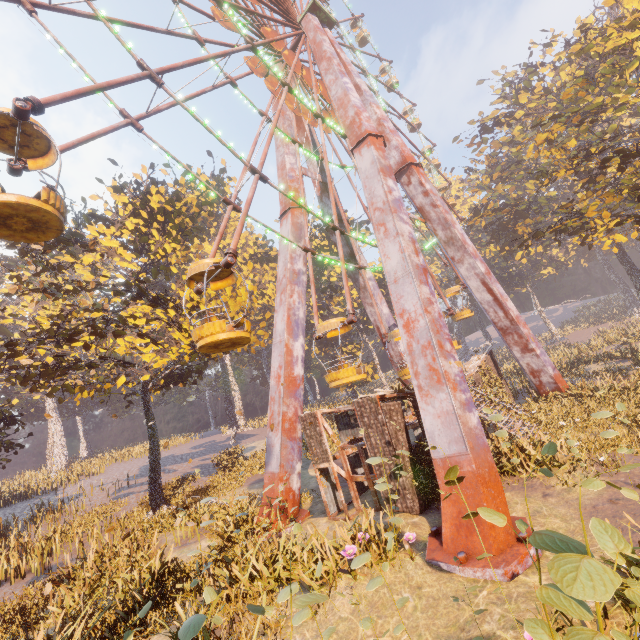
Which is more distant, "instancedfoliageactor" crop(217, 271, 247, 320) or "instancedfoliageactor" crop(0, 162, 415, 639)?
"instancedfoliageactor" crop(217, 271, 247, 320)

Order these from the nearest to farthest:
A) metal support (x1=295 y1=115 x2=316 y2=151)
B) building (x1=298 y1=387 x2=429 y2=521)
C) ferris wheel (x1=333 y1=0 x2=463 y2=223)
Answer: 1. building (x1=298 y1=387 x2=429 y2=521)
2. metal support (x1=295 y1=115 x2=316 y2=151)
3. ferris wheel (x1=333 y1=0 x2=463 y2=223)

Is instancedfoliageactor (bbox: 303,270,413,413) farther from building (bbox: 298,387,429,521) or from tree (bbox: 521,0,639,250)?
building (bbox: 298,387,429,521)

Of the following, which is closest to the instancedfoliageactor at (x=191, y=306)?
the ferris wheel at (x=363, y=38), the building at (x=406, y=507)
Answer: the building at (x=406, y=507)

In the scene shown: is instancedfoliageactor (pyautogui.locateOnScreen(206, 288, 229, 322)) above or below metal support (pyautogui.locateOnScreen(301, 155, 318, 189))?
below

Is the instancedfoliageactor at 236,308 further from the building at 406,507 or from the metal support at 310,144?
the building at 406,507

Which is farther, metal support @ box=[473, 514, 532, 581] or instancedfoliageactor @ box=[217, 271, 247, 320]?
instancedfoliageactor @ box=[217, 271, 247, 320]

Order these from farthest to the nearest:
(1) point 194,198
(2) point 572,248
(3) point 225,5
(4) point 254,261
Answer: (2) point 572,248 → (4) point 254,261 → (1) point 194,198 → (3) point 225,5
